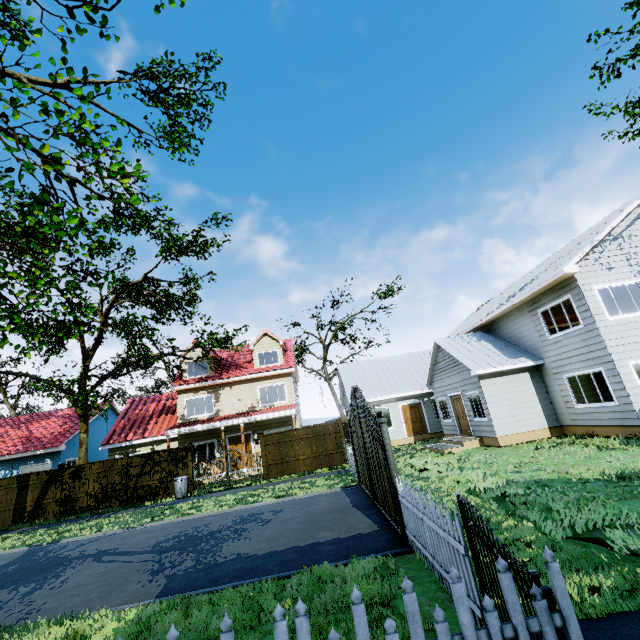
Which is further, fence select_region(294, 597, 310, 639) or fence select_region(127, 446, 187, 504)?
fence select_region(127, 446, 187, 504)

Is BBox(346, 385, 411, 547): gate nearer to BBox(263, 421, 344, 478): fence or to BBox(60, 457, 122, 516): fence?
BBox(263, 421, 344, 478): fence

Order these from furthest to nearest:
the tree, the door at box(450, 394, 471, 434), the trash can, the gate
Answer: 1. the door at box(450, 394, 471, 434)
2. the trash can
3. the tree
4. the gate

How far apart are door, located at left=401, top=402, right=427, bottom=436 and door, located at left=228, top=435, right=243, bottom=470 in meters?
10.5 m

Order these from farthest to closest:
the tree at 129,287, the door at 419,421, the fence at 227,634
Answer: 1. the door at 419,421
2. the tree at 129,287
3. the fence at 227,634

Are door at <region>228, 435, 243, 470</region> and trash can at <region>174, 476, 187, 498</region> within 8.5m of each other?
yes

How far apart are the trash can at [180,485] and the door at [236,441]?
4.2m

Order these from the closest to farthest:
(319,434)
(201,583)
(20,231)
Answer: (201,583) → (20,231) → (319,434)
